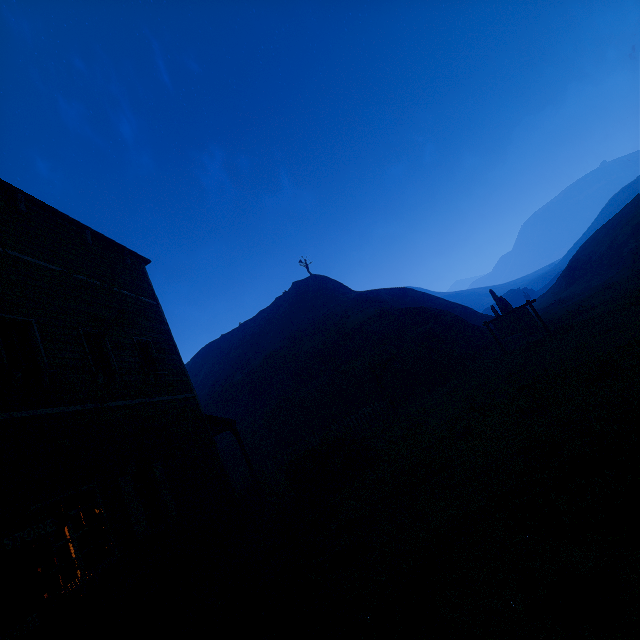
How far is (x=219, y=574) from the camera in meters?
7.9

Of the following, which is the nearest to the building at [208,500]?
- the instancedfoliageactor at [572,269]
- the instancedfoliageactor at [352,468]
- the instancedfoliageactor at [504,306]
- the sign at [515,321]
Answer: the instancedfoliageactor at [352,468]

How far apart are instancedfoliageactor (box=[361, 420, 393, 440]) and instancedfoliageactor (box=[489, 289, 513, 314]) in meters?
15.6

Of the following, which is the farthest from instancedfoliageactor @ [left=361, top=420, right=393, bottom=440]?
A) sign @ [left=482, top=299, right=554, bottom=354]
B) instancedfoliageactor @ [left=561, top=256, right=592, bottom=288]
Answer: instancedfoliageactor @ [left=561, top=256, right=592, bottom=288]

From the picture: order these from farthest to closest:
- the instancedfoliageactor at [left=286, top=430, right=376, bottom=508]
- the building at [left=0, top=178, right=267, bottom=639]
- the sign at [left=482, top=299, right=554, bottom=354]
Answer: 1. the sign at [left=482, top=299, right=554, bottom=354]
2. the instancedfoliageactor at [left=286, top=430, right=376, bottom=508]
3. the building at [left=0, top=178, right=267, bottom=639]

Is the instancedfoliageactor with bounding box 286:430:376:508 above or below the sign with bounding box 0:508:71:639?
below

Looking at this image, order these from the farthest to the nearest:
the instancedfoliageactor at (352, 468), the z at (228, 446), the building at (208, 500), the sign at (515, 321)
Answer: the z at (228, 446) < the sign at (515, 321) < the instancedfoliageactor at (352, 468) < the building at (208, 500)

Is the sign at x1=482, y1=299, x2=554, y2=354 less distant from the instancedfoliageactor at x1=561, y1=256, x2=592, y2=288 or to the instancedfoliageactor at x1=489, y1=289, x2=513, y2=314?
the instancedfoliageactor at x1=489, y1=289, x2=513, y2=314
